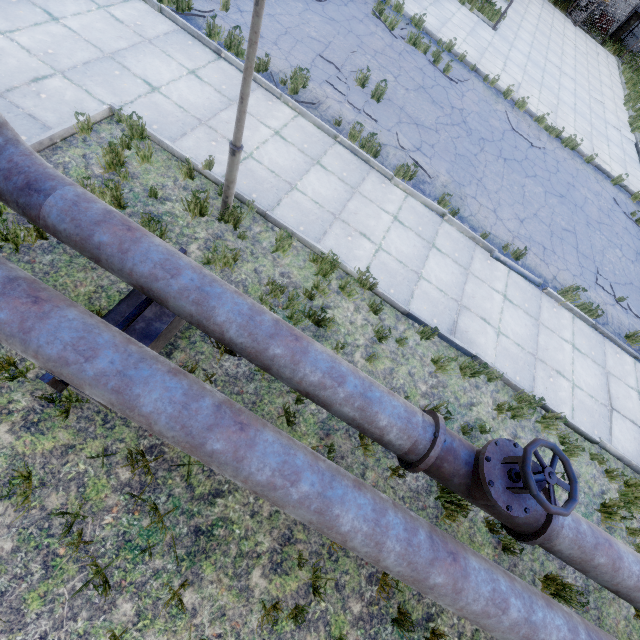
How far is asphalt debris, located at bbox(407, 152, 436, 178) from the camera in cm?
789

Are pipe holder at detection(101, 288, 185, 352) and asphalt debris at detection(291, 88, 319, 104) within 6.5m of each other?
yes

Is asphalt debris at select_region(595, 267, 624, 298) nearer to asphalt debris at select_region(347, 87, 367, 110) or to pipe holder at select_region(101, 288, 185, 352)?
asphalt debris at select_region(347, 87, 367, 110)

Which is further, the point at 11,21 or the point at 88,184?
the point at 11,21

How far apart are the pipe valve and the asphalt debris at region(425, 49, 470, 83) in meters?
12.0

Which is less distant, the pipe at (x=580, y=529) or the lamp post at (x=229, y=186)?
the lamp post at (x=229, y=186)

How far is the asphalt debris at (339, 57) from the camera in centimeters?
810cm

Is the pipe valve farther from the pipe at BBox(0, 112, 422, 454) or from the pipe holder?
the pipe holder
